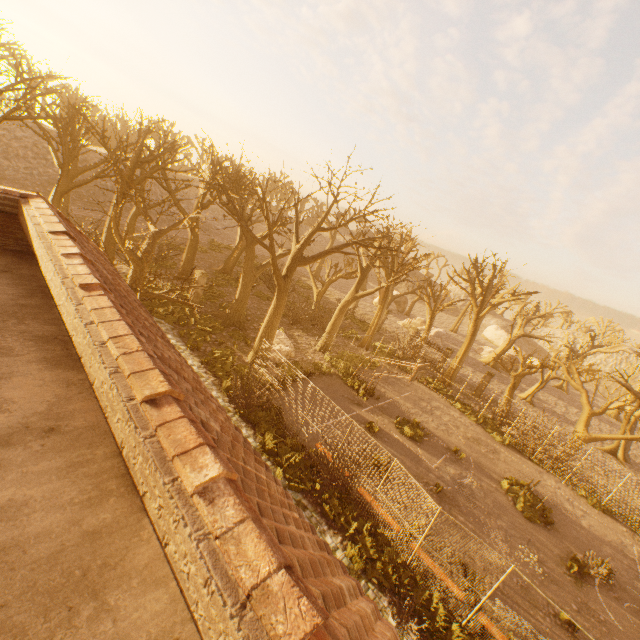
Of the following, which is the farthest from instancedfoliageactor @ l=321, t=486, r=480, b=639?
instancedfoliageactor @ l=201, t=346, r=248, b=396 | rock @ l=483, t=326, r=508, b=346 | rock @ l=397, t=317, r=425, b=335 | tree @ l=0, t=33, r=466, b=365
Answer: rock @ l=483, t=326, r=508, b=346

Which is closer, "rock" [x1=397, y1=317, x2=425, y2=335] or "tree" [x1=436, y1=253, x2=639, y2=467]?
"tree" [x1=436, y1=253, x2=639, y2=467]

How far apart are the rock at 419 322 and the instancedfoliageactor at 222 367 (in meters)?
29.94

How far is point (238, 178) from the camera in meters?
30.8 m

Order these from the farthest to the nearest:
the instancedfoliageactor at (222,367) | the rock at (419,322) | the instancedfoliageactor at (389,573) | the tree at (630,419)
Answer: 1. the rock at (419,322)
2. the tree at (630,419)
3. the instancedfoliageactor at (222,367)
4. the instancedfoliageactor at (389,573)

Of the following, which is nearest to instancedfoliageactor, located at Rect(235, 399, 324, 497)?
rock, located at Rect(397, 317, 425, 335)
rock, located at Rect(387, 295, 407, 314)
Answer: rock, located at Rect(397, 317, 425, 335)

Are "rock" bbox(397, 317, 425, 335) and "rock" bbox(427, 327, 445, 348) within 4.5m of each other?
yes

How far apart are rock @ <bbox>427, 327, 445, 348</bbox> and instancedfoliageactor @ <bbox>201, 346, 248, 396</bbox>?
28.19m
